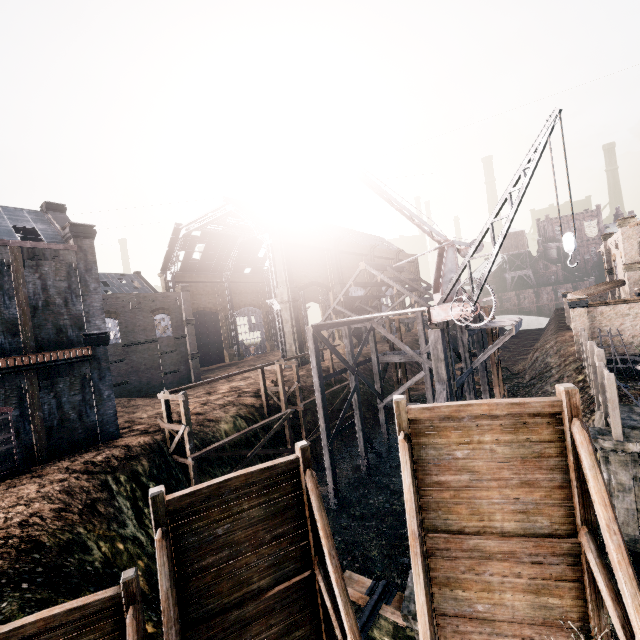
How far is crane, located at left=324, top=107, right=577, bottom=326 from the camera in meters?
10.6 m

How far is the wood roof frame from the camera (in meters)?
35.12

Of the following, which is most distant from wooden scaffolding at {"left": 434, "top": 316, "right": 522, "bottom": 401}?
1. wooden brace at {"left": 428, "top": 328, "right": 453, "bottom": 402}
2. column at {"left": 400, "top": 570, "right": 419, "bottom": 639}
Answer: column at {"left": 400, "top": 570, "right": 419, "bottom": 639}

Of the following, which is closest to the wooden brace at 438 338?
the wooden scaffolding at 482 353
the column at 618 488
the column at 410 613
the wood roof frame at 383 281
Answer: the wooden scaffolding at 482 353

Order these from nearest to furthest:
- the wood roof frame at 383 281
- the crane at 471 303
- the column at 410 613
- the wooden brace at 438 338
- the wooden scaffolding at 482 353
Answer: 1. the column at 410 613
2. the crane at 471 303
3. the wooden brace at 438 338
4. the wooden scaffolding at 482 353
5. the wood roof frame at 383 281

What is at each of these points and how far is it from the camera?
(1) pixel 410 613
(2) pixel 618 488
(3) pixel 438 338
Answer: (1) column, 7.8 meters
(2) column, 13.8 meters
(3) wooden brace, 15.5 meters

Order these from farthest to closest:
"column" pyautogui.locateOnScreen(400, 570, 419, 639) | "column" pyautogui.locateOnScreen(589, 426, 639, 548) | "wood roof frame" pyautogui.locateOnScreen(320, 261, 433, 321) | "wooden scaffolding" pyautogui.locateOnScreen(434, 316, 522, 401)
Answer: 1. "wood roof frame" pyautogui.locateOnScreen(320, 261, 433, 321)
2. "wooden scaffolding" pyautogui.locateOnScreen(434, 316, 522, 401)
3. "column" pyautogui.locateOnScreen(589, 426, 639, 548)
4. "column" pyautogui.locateOnScreen(400, 570, 419, 639)

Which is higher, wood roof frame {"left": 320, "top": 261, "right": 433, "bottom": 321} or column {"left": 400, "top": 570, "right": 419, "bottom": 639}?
wood roof frame {"left": 320, "top": 261, "right": 433, "bottom": 321}
